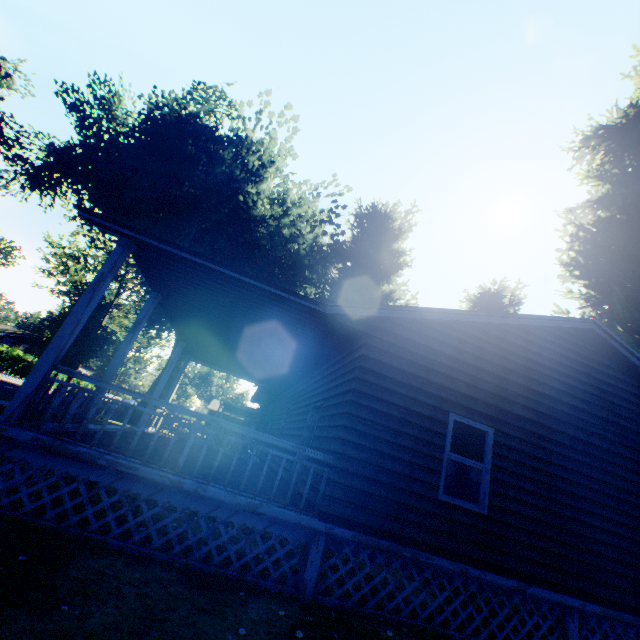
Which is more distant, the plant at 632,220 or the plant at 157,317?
the plant at 157,317

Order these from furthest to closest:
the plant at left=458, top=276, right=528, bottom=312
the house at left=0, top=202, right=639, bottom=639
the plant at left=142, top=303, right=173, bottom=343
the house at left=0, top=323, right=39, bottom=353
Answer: the house at left=0, top=323, right=39, bottom=353
the plant at left=142, top=303, right=173, bottom=343
the plant at left=458, top=276, right=528, bottom=312
the house at left=0, top=202, right=639, bottom=639

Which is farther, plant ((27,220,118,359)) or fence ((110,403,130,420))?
fence ((110,403,130,420))

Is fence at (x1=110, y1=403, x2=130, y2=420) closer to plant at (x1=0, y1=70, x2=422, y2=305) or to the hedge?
plant at (x1=0, y1=70, x2=422, y2=305)

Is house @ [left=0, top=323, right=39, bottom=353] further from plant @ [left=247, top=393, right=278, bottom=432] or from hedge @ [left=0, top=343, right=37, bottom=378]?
plant @ [left=247, top=393, right=278, bottom=432]

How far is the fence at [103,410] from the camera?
21.86m

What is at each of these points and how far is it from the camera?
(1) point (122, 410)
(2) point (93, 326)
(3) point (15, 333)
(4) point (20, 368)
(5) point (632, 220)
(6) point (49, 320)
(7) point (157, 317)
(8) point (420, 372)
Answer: (1) fence, 26.5m
(2) plant, 21.1m
(3) house, 50.3m
(4) hedge, 40.9m
(5) plant, 12.7m
(6) plant, 20.5m
(7) plant, 34.8m
(8) house, 6.6m

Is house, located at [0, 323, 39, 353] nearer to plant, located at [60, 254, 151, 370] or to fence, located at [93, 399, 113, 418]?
plant, located at [60, 254, 151, 370]
